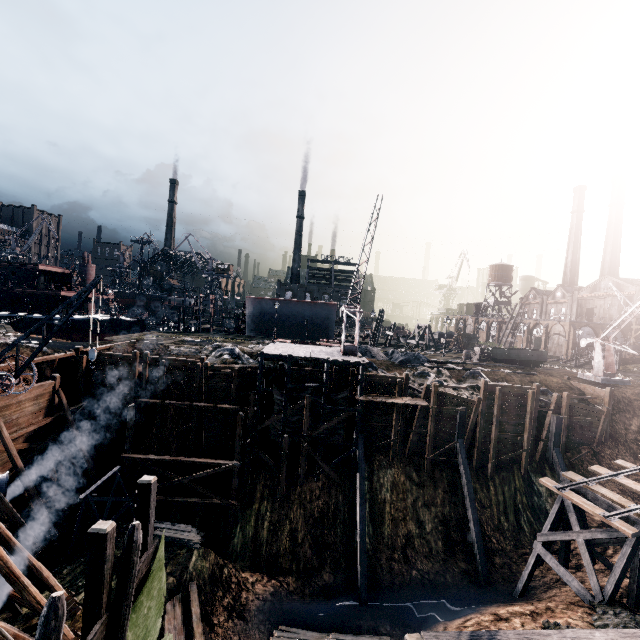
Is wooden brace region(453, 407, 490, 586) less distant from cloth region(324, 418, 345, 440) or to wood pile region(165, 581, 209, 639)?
cloth region(324, 418, 345, 440)

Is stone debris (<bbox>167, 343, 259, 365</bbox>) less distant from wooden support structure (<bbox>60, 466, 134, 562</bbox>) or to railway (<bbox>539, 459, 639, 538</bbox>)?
wooden support structure (<bbox>60, 466, 134, 562</bbox>)

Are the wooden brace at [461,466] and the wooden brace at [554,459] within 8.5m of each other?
yes

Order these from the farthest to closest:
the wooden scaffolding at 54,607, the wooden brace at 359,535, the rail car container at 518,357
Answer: the rail car container at 518,357 < the wooden brace at 359,535 < the wooden scaffolding at 54,607

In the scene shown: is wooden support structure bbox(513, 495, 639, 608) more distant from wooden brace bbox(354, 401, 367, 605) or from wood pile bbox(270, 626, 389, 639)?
wooden brace bbox(354, 401, 367, 605)

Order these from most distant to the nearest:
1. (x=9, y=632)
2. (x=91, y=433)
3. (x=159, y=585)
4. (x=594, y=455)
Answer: (x=594, y=455) < (x=91, y=433) < (x=9, y=632) < (x=159, y=585)

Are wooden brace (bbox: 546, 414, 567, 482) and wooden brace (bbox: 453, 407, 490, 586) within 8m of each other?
yes

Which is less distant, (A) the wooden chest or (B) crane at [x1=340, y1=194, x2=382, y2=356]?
(B) crane at [x1=340, y1=194, x2=382, y2=356]
